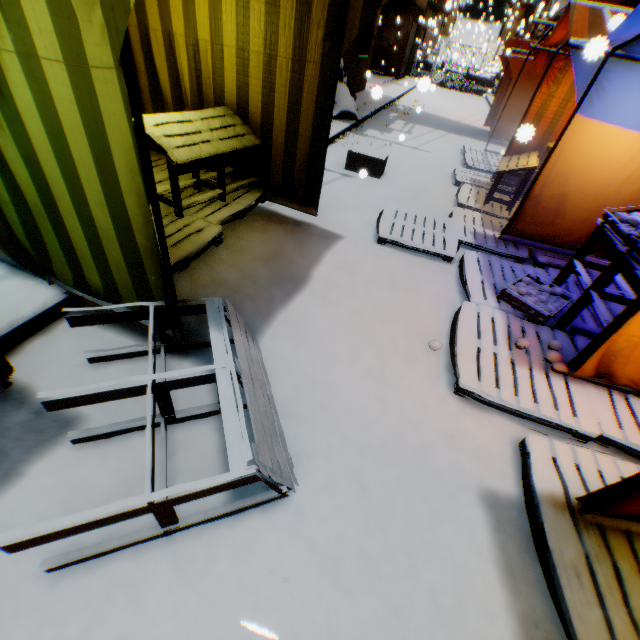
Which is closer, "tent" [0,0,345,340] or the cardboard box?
"tent" [0,0,345,340]

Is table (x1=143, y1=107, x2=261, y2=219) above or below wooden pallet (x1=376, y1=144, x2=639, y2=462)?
above

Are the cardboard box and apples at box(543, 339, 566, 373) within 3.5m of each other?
no

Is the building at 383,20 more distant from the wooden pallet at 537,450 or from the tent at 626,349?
the wooden pallet at 537,450

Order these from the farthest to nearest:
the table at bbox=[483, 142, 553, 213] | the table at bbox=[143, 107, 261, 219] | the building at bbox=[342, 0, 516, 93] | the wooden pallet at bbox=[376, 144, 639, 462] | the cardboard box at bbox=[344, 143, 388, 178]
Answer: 1. the building at bbox=[342, 0, 516, 93]
2. the cardboard box at bbox=[344, 143, 388, 178]
3. the table at bbox=[483, 142, 553, 213]
4. the table at bbox=[143, 107, 261, 219]
5. the wooden pallet at bbox=[376, 144, 639, 462]

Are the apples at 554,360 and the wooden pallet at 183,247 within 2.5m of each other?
no

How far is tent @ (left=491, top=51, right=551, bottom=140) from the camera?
5.4m

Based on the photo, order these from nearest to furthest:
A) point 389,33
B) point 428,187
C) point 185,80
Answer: point 185,80 < point 428,187 < point 389,33
